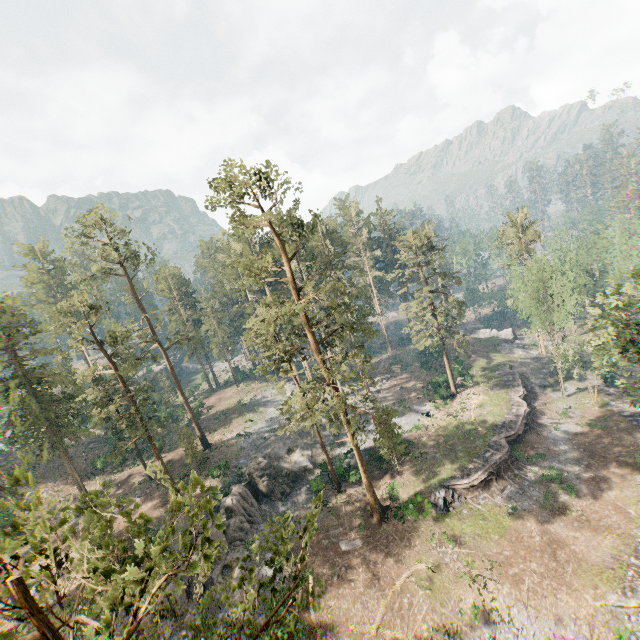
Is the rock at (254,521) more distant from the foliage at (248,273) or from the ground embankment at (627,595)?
the ground embankment at (627,595)

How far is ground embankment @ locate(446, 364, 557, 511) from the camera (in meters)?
31.22

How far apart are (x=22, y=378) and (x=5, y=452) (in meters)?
28.51

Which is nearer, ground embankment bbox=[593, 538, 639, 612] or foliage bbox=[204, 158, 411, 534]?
ground embankment bbox=[593, 538, 639, 612]

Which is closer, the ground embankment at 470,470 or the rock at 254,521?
the rock at 254,521

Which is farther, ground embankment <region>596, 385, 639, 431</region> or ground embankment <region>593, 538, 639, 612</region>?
ground embankment <region>596, 385, 639, 431</region>

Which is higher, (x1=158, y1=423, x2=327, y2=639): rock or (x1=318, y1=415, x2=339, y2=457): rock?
(x1=158, y1=423, x2=327, y2=639): rock

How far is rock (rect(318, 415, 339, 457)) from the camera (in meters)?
42.06
